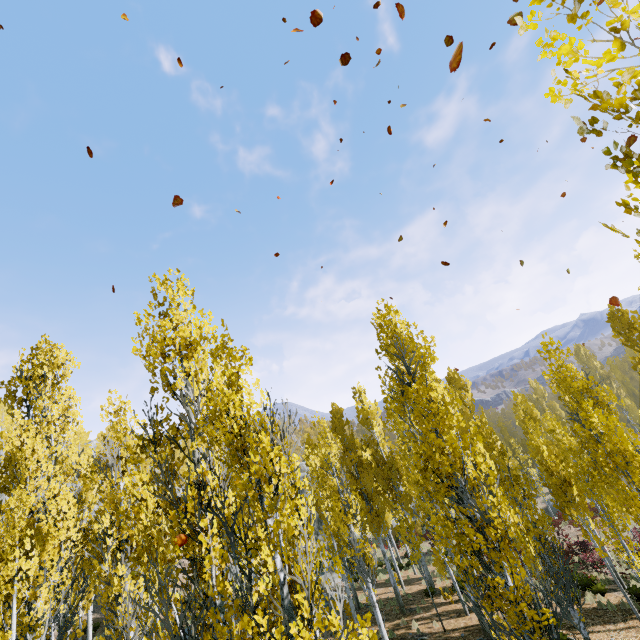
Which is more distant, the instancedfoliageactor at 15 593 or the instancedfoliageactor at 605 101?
the instancedfoliageactor at 15 593

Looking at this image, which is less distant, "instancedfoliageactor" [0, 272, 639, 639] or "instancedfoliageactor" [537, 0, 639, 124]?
"instancedfoliageactor" [537, 0, 639, 124]

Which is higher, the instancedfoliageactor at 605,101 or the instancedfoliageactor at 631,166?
the instancedfoliageactor at 605,101

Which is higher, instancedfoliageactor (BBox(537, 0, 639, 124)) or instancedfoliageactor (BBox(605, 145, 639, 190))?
instancedfoliageactor (BBox(537, 0, 639, 124))

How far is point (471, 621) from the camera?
14.2 meters
